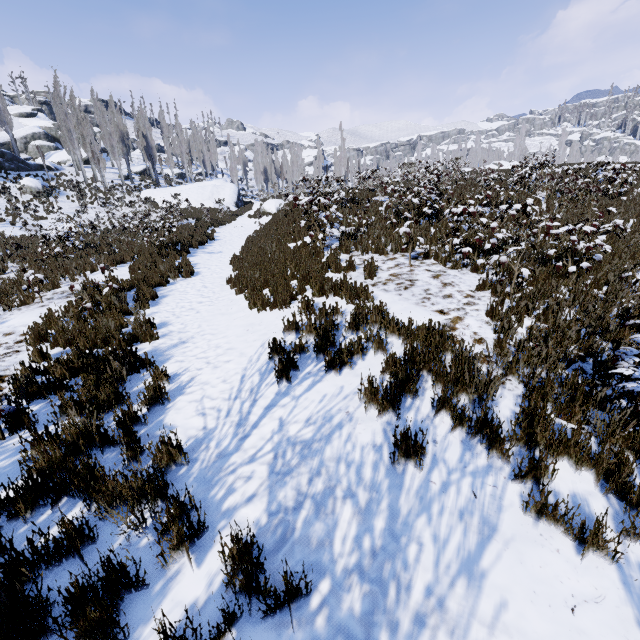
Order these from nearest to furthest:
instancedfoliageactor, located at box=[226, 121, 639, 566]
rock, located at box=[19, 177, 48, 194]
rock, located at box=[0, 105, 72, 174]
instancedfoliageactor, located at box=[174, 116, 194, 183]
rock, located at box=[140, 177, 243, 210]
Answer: instancedfoliageactor, located at box=[226, 121, 639, 566], rock, located at box=[19, 177, 48, 194], rock, located at box=[0, 105, 72, 174], rock, located at box=[140, 177, 243, 210], instancedfoliageactor, located at box=[174, 116, 194, 183]

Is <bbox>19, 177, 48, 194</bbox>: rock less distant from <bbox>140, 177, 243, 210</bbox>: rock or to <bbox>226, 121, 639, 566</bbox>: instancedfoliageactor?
<bbox>226, 121, 639, 566</bbox>: instancedfoliageactor

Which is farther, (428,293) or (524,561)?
(428,293)

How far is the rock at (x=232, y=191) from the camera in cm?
3200

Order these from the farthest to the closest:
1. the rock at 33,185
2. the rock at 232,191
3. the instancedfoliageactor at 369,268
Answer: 1. the rock at 232,191
2. the rock at 33,185
3. the instancedfoliageactor at 369,268

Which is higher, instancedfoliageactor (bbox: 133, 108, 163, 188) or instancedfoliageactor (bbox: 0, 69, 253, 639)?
instancedfoliageactor (bbox: 133, 108, 163, 188)

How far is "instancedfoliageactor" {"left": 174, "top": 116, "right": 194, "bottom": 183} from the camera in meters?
52.1
